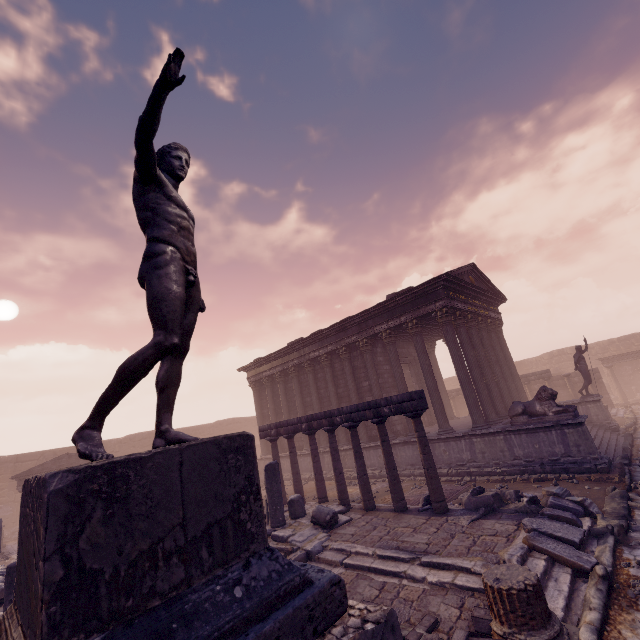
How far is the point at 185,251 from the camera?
2.82m

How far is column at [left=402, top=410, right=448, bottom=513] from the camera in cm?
820

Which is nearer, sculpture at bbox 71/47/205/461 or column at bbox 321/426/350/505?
sculpture at bbox 71/47/205/461

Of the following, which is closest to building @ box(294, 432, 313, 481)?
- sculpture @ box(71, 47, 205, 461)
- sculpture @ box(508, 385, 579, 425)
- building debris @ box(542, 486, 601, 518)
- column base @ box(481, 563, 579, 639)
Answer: sculpture @ box(508, 385, 579, 425)

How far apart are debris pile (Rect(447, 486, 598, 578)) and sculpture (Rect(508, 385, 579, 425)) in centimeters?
309cm

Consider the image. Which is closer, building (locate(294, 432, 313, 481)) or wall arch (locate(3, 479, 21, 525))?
building (locate(294, 432, 313, 481))

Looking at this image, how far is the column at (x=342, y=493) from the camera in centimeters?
1032cm

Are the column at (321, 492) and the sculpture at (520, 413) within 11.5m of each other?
yes
